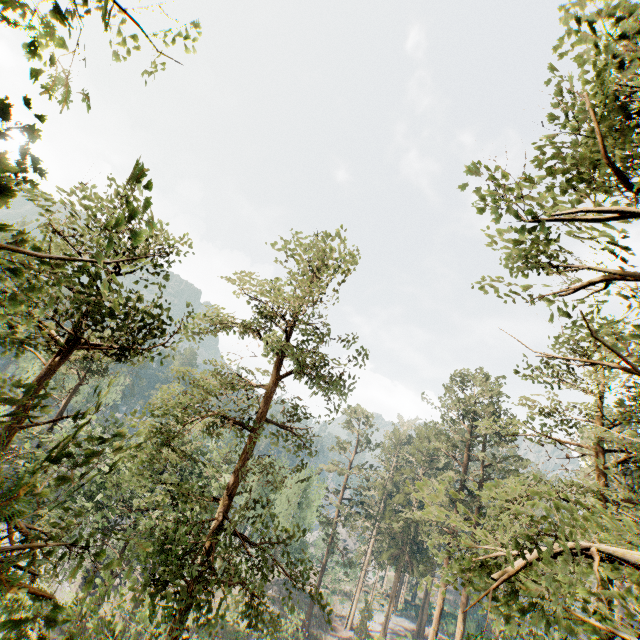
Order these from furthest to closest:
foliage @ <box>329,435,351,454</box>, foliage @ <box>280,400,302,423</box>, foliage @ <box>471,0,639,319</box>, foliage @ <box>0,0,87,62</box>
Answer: foliage @ <box>329,435,351,454</box>
foliage @ <box>280,400,302,423</box>
foliage @ <box>471,0,639,319</box>
foliage @ <box>0,0,87,62</box>

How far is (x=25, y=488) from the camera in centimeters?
150cm

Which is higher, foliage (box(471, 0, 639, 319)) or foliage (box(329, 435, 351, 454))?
foliage (box(471, 0, 639, 319))

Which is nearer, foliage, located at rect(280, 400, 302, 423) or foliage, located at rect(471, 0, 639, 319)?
foliage, located at rect(471, 0, 639, 319)

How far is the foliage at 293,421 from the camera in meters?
16.1 m
